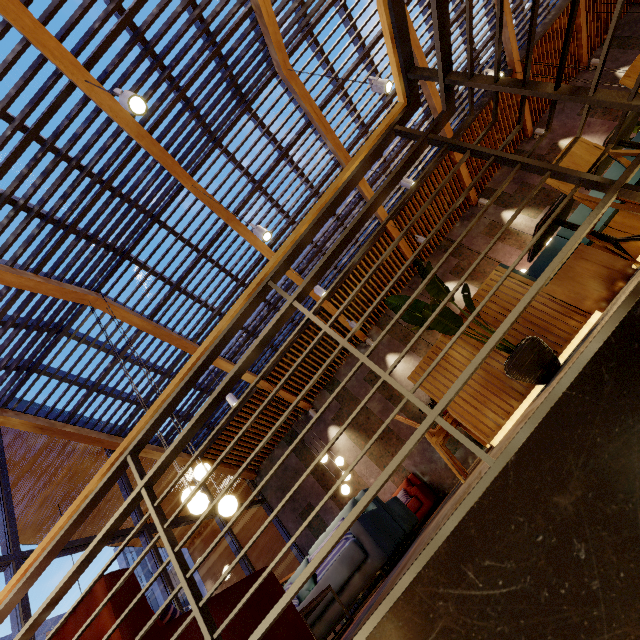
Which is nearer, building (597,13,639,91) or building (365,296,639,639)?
building (365,296,639,639)

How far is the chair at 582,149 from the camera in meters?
2.4

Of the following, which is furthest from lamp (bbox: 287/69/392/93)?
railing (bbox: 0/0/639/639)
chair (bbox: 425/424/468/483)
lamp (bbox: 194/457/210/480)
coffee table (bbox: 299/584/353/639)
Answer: coffee table (bbox: 299/584/353/639)

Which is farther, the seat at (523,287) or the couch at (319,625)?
the couch at (319,625)

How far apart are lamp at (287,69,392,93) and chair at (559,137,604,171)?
2.9 meters

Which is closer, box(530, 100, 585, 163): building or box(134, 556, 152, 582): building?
box(530, 100, 585, 163): building

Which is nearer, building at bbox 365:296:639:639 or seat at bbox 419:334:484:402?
building at bbox 365:296:639:639

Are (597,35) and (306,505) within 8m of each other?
no
